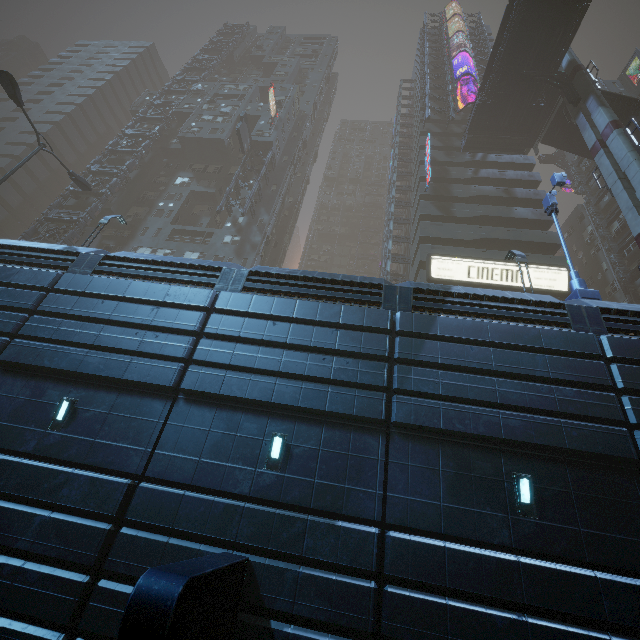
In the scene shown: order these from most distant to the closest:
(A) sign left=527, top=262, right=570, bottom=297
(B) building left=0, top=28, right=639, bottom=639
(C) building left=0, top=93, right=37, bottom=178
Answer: (C) building left=0, top=93, right=37, bottom=178 < (A) sign left=527, top=262, right=570, bottom=297 < (B) building left=0, top=28, right=639, bottom=639

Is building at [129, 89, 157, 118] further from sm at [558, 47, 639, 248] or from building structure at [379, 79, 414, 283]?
sm at [558, 47, 639, 248]

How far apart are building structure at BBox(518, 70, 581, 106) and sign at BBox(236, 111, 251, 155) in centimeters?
2626cm

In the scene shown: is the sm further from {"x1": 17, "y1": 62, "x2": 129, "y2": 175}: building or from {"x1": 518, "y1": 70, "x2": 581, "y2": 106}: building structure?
{"x1": 17, "y1": 62, "x2": 129, "y2": 175}: building

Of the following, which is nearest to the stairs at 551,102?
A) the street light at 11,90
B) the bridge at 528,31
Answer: the bridge at 528,31

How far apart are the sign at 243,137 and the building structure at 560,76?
26.3 meters

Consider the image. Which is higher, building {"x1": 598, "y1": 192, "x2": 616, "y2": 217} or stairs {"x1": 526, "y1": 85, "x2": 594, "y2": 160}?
building {"x1": 598, "y1": 192, "x2": 616, "y2": 217}

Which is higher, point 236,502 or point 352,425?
point 352,425
